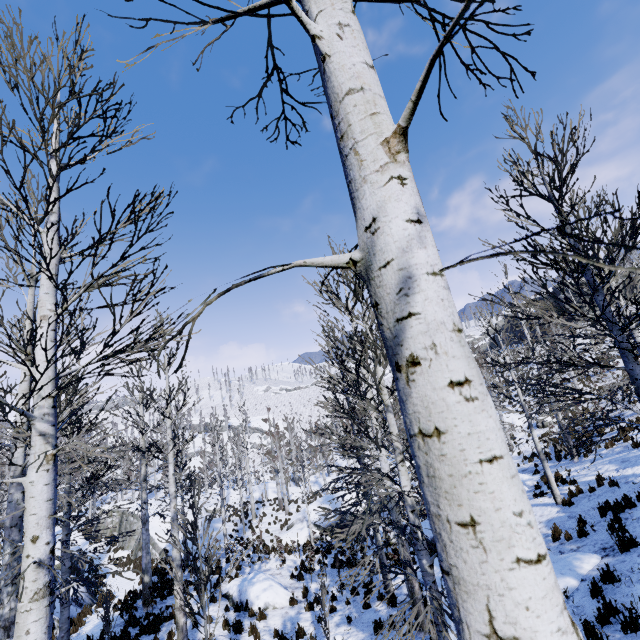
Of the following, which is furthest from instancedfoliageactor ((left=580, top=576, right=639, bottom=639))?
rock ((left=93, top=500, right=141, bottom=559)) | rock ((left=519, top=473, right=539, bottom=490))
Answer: rock ((left=519, top=473, right=539, bottom=490))

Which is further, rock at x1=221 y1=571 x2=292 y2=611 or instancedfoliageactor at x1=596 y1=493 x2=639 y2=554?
rock at x1=221 y1=571 x2=292 y2=611

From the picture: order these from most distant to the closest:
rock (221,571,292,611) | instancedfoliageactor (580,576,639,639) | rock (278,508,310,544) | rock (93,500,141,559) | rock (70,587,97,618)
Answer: rock (93,500,141,559), rock (278,508,310,544), rock (70,587,97,618), rock (221,571,292,611), instancedfoliageactor (580,576,639,639)

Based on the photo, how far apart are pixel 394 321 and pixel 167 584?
19.52m

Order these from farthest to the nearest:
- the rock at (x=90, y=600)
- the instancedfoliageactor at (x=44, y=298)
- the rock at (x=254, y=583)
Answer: the rock at (x=90, y=600), the rock at (x=254, y=583), the instancedfoliageactor at (x=44, y=298)

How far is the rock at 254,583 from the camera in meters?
12.4

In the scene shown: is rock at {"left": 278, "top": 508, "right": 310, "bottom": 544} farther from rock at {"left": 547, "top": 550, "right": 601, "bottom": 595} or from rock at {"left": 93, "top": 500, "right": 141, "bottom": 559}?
rock at {"left": 547, "top": 550, "right": 601, "bottom": 595}

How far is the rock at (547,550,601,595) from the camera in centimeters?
750cm
